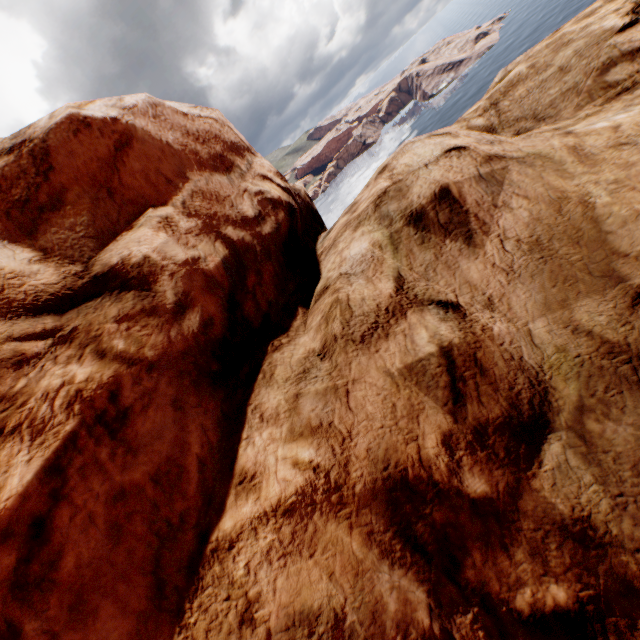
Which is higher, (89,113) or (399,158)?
(89,113)
